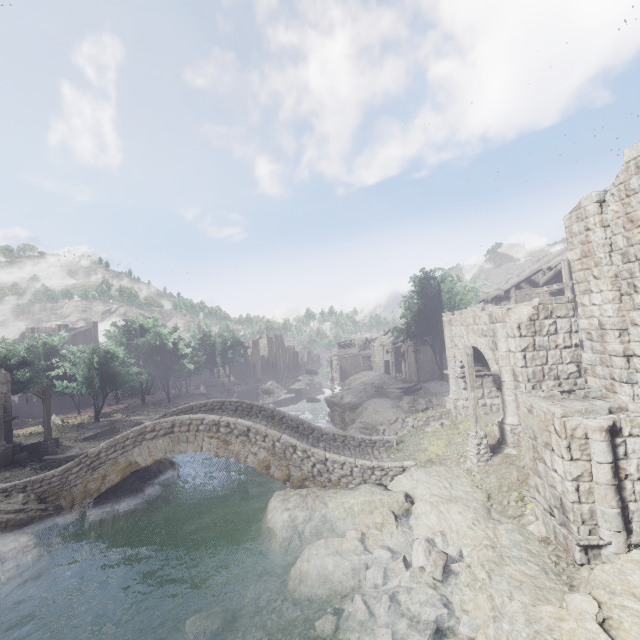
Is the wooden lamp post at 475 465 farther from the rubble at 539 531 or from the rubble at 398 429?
the rubble at 398 429

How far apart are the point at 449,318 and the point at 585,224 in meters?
10.5

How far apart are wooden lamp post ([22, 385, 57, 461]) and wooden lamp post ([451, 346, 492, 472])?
24.3m

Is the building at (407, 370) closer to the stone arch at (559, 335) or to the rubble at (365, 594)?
the stone arch at (559, 335)

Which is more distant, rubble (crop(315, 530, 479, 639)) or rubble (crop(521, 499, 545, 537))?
rubble (crop(521, 499, 545, 537))

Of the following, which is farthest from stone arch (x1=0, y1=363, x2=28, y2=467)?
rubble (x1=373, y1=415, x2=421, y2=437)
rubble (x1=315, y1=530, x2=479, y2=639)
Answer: rubble (x1=315, y1=530, x2=479, y2=639)

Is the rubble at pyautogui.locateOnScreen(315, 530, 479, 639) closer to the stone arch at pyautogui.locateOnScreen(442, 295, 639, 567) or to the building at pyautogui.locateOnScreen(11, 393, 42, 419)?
the stone arch at pyautogui.locateOnScreen(442, 295, 639, 567)

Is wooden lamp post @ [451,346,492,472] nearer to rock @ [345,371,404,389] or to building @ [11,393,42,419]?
building @ [11,393,42,419]
